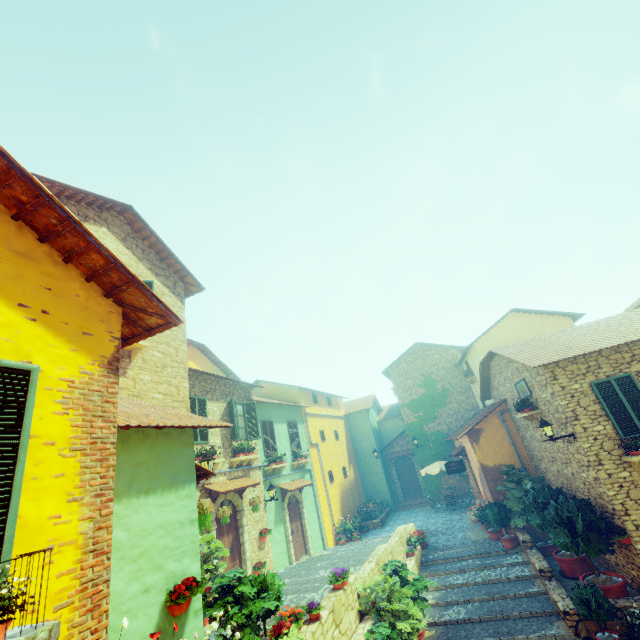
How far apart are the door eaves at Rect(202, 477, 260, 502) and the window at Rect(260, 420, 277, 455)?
1.4 meters

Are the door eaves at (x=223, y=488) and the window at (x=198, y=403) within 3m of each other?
yes

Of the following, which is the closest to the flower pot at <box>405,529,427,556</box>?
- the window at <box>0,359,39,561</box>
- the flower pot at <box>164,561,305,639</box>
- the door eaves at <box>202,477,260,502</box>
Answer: the window at <box>0,359,39,561</box>

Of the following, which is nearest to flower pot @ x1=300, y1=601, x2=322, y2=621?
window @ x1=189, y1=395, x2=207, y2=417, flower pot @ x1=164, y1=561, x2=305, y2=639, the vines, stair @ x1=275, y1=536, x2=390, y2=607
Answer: stair @ x1=275, y1=536, x2=390, y2=607

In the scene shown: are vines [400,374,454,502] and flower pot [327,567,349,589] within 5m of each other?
no

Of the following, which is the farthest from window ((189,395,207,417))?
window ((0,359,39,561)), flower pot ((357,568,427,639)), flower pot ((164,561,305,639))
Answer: window ((0,359,39,561))

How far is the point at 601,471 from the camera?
9.0 meters

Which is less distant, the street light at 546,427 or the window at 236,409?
the street light at 546,427
